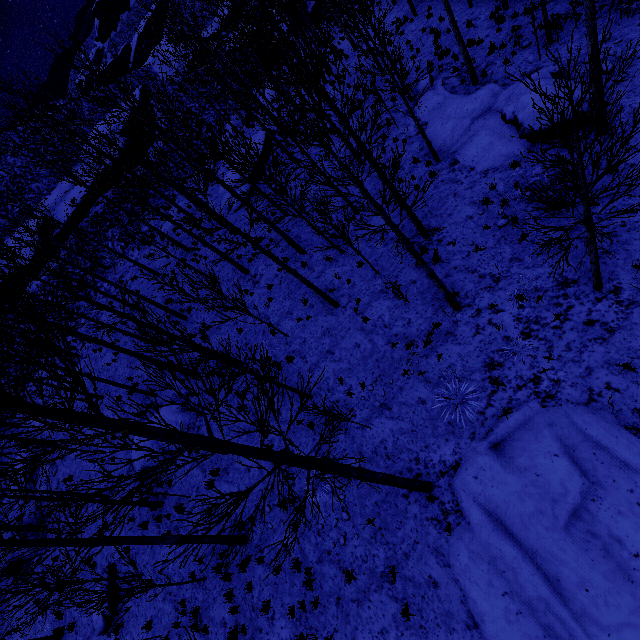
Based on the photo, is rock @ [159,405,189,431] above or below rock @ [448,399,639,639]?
above

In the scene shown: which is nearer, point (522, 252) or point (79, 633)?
point (522, 252)

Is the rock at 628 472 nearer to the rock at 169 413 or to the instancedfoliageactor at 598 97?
the instancedfoliageactor at 598 97

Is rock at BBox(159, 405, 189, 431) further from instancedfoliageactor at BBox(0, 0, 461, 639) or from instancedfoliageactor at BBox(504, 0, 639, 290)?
instancedfoliageactor at BBox(504, 0, 639, 290)

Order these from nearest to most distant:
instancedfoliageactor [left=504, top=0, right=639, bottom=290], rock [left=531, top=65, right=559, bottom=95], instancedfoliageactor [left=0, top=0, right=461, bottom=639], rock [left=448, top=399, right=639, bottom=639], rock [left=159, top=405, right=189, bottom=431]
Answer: instancedfoliageactor [left=0, top=0, right=461, bottom=639] → instancedfoliageactor [left=504, top=0, right=639, bottom=290] → rock [left=448, top=399, right=639, bottom=639] → rock [left=531, top=65, right=559, bottom=95] → rock [left=159, top=405, right=189, bottom=431]

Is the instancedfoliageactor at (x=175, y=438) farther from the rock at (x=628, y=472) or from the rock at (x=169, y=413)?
the rock at (x=628, y=472)

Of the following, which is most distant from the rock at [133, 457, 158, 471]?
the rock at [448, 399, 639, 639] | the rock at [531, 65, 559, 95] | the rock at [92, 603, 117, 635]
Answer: the rock at [531, 65, 559, 95]

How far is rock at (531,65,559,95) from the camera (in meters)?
10.69
